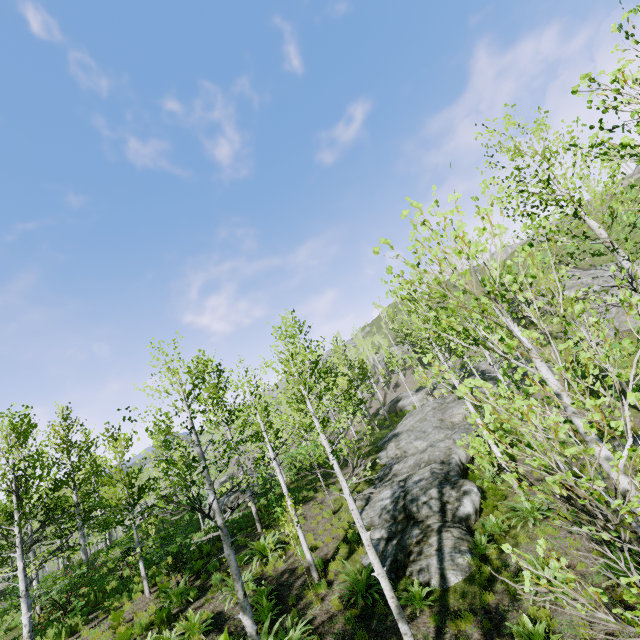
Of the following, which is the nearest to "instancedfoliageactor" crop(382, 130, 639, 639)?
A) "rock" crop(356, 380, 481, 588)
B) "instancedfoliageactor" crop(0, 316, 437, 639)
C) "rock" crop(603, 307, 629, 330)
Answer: "rock" crop(356, 380, 481, 588)

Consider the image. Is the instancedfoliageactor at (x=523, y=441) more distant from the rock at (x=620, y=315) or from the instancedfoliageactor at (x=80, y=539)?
the rock at (x=620, y=315)

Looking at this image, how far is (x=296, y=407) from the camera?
7.52m

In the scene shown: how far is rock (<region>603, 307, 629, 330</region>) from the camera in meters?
26.4

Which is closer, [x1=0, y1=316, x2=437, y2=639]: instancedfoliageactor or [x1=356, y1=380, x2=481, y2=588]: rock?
[x1=0, y1=316, x2=437, y2=639]: instancedfoliageactor

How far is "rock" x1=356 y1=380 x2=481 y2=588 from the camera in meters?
9.7

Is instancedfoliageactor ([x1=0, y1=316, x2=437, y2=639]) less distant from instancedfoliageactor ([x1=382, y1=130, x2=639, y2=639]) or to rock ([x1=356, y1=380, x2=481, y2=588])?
rock ([x1=356, y1=380, x2=481, y2=588])

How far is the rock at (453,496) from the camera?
9.7 meters
